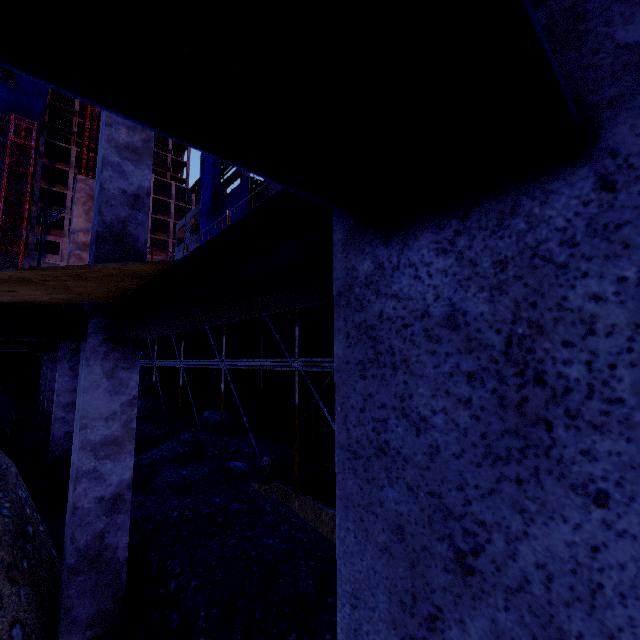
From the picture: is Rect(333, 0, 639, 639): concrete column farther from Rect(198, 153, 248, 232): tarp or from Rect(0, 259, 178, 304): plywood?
Rect(198, 153, 248, 232): tarp

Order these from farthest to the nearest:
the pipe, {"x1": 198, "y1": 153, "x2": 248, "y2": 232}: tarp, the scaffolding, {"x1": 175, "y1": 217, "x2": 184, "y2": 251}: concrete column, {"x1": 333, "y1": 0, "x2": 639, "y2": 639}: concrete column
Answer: {"x1": 175, "y1": 217, "x2": 184, "y2": 251}: concrete column, {"x1": 198, "y1": 153, "x2": 248, "y2": 232}: tarp, the scaffolding, the pipe, {"x1": 333, "y1": 0, "x2": 639, "y2": 639}: concrete column

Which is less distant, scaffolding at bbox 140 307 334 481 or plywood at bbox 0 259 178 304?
plywood at bbox 0 259 178 304

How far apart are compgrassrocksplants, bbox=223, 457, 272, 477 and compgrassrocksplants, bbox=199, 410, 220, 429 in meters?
4.2

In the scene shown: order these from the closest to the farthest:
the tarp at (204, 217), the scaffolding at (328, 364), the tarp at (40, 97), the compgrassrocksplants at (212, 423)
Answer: the scaffolding at (328, 364) → the compgrassrocksplants at (212, 423) → the tarp at (204, 217) → the tarp at (40, 97)

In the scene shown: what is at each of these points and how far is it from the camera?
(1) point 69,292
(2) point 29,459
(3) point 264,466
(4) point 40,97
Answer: (1) plywood, 3.00m
(2) pipe, 6.62m
(3) compgrassrocksplants, 7.71m
(4) tarp, 53.16m

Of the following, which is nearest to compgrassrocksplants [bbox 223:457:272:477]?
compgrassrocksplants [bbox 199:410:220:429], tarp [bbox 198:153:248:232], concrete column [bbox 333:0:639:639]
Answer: compgrassrocksplants [bbox 199:410:220:429]

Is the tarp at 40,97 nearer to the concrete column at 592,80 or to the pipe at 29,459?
the pipe at 29,459
